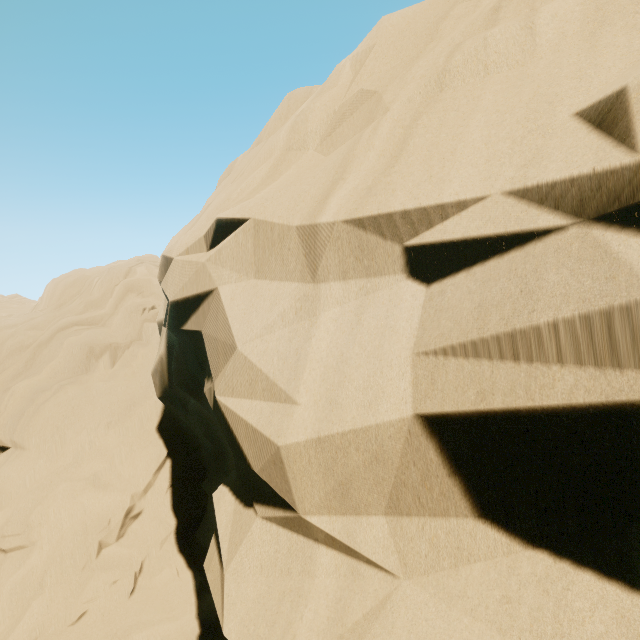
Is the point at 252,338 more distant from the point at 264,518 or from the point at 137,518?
the point at 137,518
